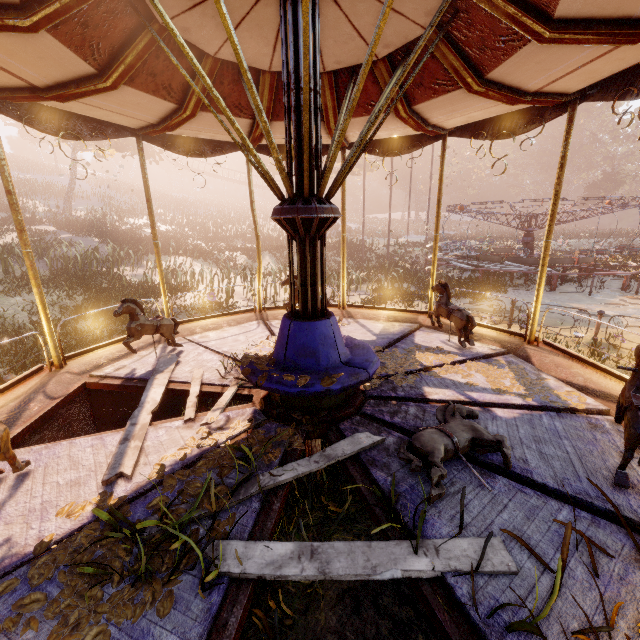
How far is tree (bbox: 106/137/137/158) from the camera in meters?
24.8

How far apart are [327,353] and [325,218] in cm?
140

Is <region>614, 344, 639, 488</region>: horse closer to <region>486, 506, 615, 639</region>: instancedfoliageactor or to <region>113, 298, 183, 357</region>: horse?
<region>486, 506, 615, 639</region>: instancedfoliageactor

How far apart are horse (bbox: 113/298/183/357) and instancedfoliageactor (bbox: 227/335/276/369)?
1.9m

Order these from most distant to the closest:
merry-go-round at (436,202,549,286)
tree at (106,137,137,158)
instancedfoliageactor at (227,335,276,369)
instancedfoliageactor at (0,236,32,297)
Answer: tree at (106,137,137,158)
merry-go-round at (436,202,549,286)
instancedfoliageactor at (0,236,32,297)
instancedfoliageactor at (227,335,276,369)

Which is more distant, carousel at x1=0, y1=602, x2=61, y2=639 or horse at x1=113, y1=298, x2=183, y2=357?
horse at x1=113, y1=298, x2=183, y2=357

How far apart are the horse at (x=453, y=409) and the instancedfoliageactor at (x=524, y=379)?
1.0m

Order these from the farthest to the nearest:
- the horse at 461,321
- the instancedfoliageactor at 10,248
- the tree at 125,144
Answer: the tree at 125,144 → the instancedfoliageactor at 10,248 → the horse at 461,321
